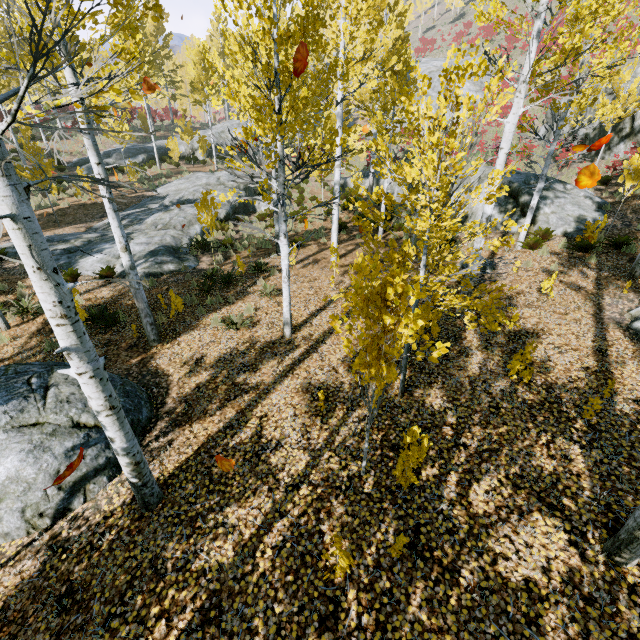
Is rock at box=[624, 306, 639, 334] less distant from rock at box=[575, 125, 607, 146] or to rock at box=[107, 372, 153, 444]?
rock at box=[575, 125, 607, 146]

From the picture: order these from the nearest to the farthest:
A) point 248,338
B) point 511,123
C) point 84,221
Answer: point 511,123
point 248,338
point 84,221

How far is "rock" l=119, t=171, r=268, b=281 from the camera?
12.2 meters

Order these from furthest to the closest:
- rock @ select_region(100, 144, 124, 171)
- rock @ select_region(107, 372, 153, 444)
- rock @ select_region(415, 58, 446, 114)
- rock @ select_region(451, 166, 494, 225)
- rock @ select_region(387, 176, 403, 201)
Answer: rock @ select_region(415, 58, 446, 114) < rock @ select_region(100, 144, 124, 171) < rock @ select_region(387, 176, 403, 201) < rock @ select_region(451, 166, 494, 225) < rock @ select_region(107, 372, 153, 444)

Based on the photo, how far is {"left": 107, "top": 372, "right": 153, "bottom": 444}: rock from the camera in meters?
5.9

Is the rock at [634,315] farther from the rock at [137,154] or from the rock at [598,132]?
the rock at [137,154]

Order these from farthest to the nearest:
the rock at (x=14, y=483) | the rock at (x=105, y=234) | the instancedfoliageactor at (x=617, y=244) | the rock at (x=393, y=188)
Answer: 1. the rock at (x=393, y=188)
2. the rock at (x=105, y=234)
3. the instancedfoliageactor at (x=617, y=244)
4. the rock at (x=14, y=483)

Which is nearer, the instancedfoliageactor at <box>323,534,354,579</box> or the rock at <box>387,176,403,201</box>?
the instancedfoliageactor at <box>323,534,354,579</box>
